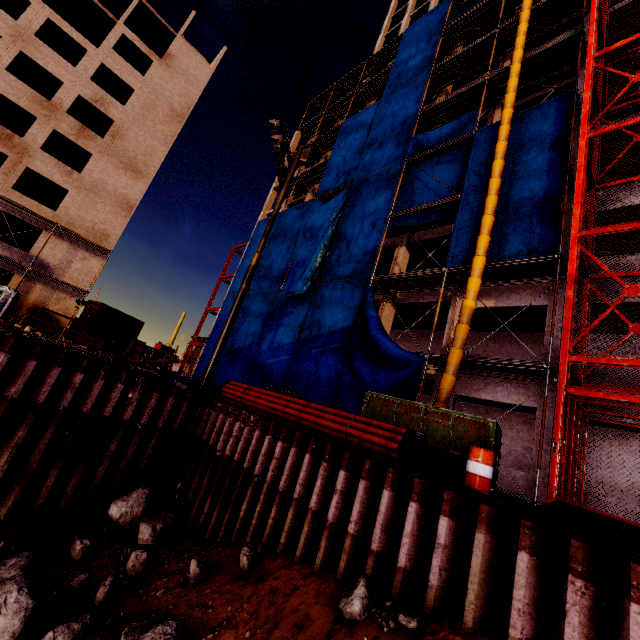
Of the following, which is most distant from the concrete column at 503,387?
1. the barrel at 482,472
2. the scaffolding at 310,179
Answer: the scaffolding at 310,179

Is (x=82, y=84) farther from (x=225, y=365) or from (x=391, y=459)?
(x=391, y=459)

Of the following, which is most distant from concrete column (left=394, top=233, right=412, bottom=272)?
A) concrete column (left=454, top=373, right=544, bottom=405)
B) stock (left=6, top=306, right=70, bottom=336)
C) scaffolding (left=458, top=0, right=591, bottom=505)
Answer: stock (left=6, top=306, right=70, bottom=336)

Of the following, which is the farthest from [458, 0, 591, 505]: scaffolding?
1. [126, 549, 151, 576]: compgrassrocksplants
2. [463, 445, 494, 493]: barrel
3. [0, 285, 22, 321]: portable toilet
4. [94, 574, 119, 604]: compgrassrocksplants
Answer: [0, 285, 22, 321]: portable toilet

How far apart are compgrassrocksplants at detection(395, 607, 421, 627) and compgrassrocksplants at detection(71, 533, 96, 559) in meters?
7.2

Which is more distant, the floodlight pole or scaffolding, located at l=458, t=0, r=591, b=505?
the floodlight pole

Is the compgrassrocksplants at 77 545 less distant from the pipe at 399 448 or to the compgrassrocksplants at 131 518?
the compgrassrocksplants at 131 518

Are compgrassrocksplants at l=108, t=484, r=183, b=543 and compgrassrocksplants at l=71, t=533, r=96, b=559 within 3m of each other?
yes
